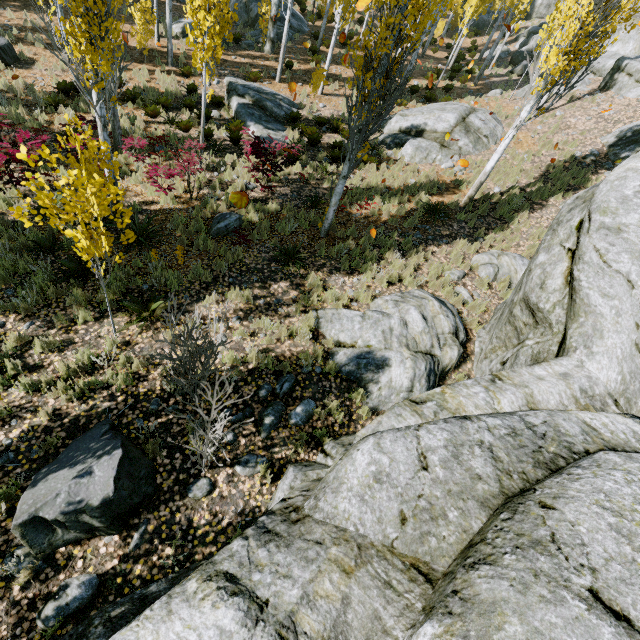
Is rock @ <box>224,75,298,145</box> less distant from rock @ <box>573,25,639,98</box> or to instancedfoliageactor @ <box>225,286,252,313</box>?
instancedfoliageactor @ <box>225,286,252,313</box>

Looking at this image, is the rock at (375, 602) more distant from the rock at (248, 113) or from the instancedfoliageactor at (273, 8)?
the rock at (248, 113)

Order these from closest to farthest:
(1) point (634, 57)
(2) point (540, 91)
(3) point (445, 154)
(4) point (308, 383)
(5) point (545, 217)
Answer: (4) point (308, 383)
(2) point (540, 91)
(5) point (545, 217)
(3) point (445, 154)
(1) point (634, 57)

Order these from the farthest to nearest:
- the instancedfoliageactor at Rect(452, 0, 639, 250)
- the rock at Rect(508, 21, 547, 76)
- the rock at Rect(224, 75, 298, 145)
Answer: the rock at Rect(508, 21, 547, 76) < the rock at Rect(224, 75, 298, 145) < the instancedfoliageactor at Rect(452, 0, 639, 250)

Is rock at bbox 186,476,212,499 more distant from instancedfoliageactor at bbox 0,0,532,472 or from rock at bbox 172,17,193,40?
rock at bbox 172,17,193,40

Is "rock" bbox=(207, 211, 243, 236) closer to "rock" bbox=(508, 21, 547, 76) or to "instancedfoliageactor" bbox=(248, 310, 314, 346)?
"instancedfoliageactor" bbox=(248, 310, 314, 346)

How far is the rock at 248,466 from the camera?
4.82m
